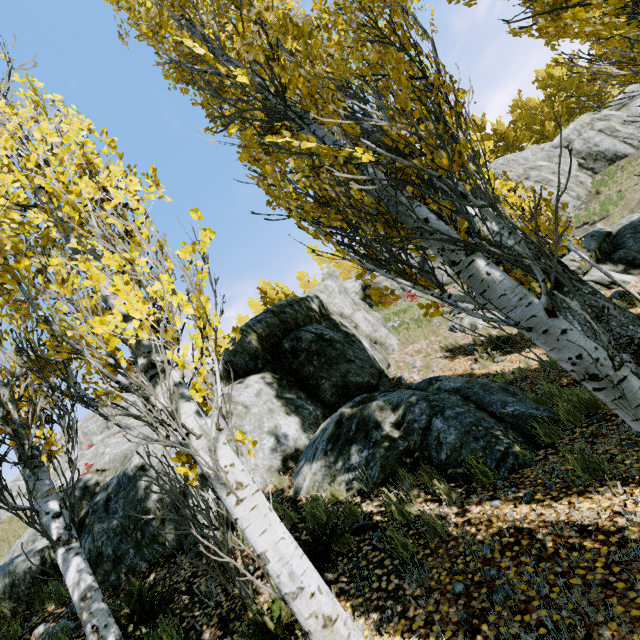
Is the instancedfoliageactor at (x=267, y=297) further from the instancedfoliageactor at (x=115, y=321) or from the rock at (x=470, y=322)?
the rock at (x=470, y=322)

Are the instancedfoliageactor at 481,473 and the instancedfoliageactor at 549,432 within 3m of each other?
yes

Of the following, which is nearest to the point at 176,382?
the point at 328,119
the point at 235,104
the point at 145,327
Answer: the point at 145,327

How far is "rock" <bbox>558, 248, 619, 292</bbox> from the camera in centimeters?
1021cm

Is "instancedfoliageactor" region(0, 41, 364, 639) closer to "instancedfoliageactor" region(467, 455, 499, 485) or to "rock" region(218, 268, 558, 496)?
"rock" region(218, 268, 558, 496)

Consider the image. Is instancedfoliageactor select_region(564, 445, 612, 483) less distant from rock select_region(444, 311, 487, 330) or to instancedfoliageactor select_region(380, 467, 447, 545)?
rock select_region(444, 311, 487, 330)

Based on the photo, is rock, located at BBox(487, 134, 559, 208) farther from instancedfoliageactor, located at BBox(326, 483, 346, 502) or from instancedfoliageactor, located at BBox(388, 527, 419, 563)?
instancedfoliageactor, located at BBox(388, 527, 419, 563)
